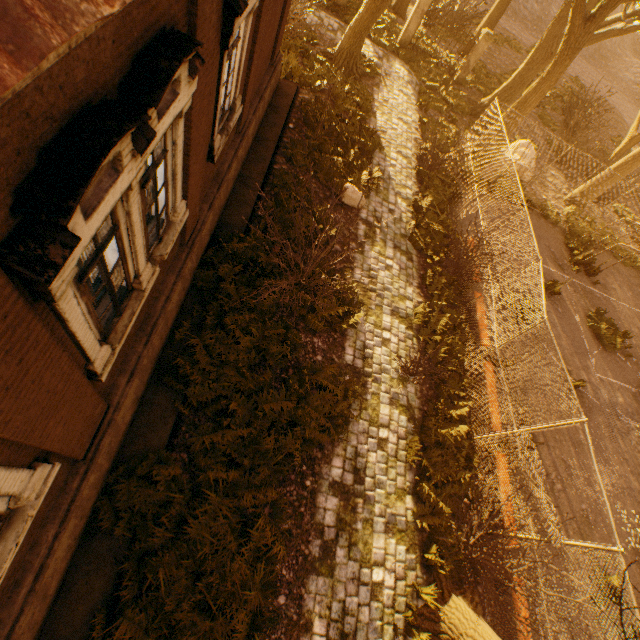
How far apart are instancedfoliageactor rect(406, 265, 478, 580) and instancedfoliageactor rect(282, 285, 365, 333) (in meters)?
2.75

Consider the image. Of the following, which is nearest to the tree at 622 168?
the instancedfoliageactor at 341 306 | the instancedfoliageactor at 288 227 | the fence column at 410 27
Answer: the fence column at 410 27

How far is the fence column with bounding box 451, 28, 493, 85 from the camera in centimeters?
1762cm

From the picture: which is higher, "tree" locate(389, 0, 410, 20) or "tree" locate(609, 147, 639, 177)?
"tree" locate(609, 147, 639, 177)

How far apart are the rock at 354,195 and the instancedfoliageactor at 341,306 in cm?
314

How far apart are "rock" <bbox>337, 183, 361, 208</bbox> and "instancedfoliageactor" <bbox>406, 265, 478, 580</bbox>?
6.1 meters

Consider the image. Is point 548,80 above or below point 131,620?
above

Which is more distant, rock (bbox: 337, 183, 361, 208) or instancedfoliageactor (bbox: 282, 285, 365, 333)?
rock (bbox: 337, 183, 361, 208)
